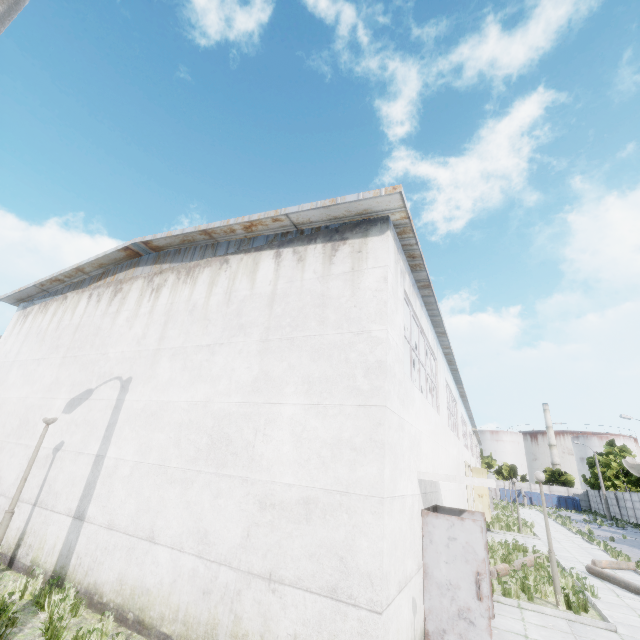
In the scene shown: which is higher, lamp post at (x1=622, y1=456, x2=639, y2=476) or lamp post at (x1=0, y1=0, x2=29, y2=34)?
lamp post at (x1=0, y1=0, x2=29, y2=34)

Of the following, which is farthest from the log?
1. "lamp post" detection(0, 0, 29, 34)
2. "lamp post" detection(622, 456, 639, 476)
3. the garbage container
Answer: the garbage container

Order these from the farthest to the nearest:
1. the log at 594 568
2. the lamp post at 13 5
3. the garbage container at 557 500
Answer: the garbage container at 557 500 → the log at 594 568 → the lamp post at 13 5

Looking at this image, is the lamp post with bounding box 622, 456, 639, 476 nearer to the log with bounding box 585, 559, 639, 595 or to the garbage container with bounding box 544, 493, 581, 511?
the log with bounding box 585, 559, 639, 595

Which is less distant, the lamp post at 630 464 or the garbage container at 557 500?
the lamp post at 630 464

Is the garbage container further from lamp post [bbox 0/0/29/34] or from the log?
lamp post [bbox 0/0/29/34]

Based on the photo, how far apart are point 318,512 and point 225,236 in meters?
7.1 m

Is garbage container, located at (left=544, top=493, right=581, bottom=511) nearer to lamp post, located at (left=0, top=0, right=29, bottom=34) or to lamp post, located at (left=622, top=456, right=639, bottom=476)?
lamp post, located at (left=622, top=456, right=639, bottom=476)
